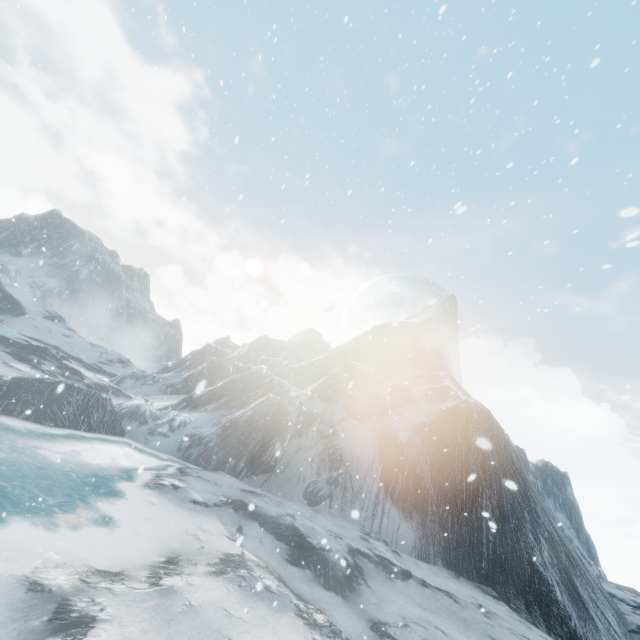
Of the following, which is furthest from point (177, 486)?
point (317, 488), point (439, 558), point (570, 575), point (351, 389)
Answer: point (570, 575)
